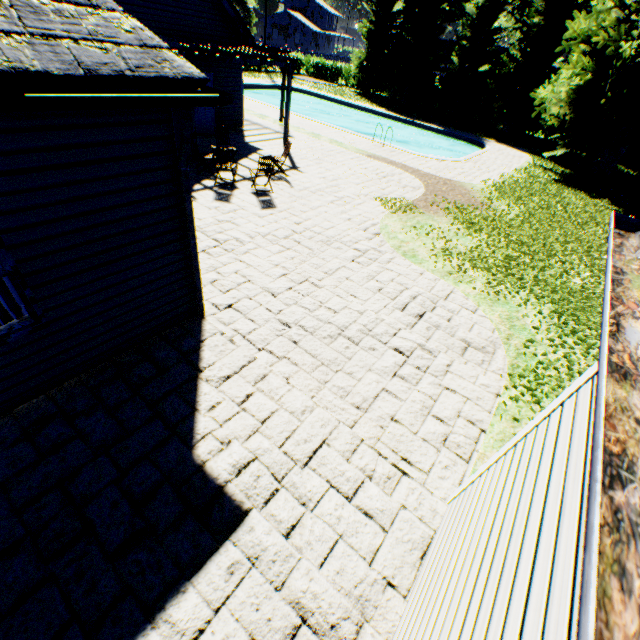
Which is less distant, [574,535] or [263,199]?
[574,535]

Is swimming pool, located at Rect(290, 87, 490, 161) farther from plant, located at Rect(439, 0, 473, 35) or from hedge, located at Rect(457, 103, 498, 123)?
hedge, located at Rect(457, 103, 498, 123)

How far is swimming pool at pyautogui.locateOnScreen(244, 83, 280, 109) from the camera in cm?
2710

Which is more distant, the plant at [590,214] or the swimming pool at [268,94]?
the swimming pool at [268,94]

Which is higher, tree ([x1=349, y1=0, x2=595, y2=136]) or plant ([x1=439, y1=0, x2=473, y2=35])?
plant ([x1=439, y1=0, x2=473, y2=35])

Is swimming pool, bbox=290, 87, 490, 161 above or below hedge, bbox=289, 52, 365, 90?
below

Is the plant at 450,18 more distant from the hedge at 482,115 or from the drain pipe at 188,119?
the drain pipe at 188,119

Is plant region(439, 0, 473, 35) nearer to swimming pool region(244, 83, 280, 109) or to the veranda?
swimming pool region(244, 83, 280, 109)
